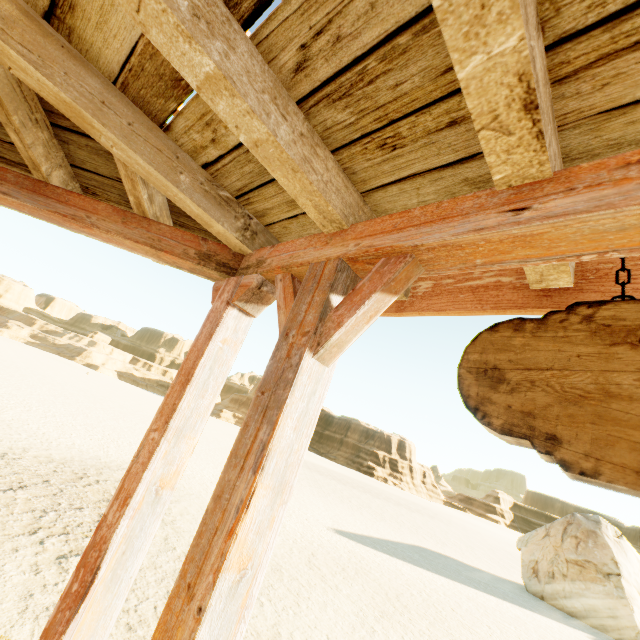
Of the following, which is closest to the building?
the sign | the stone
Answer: the sign

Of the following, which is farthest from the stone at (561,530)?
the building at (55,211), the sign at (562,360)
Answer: the sign at (562,360)

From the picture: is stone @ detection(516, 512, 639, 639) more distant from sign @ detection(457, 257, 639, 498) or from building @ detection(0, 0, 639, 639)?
sign @ detection(457, 257, 639, 498)

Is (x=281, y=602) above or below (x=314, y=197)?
below

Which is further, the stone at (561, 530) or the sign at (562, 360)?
the stone at (561, 530)

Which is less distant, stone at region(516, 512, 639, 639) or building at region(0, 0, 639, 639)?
building at region(0, 0, 639, 639)
